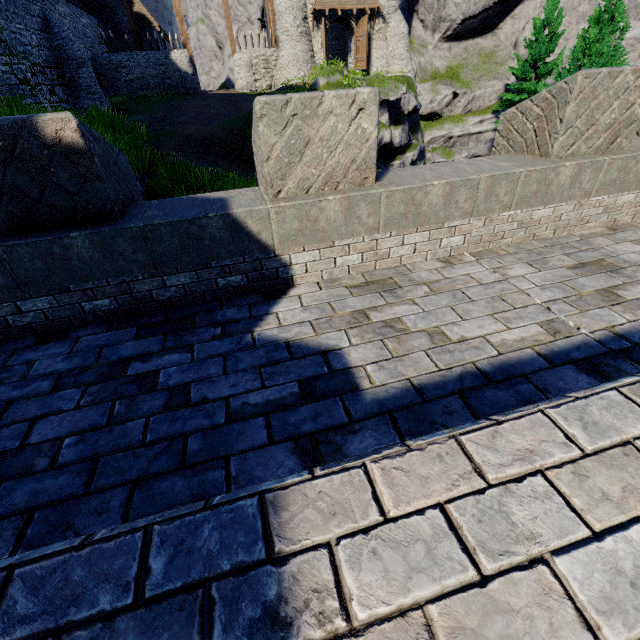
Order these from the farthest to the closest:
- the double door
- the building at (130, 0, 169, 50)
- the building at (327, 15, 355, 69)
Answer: the building at (130, 0, 169, 50)
the building at (327, 15, 355, 69)
the double door

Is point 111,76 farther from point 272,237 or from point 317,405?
point 317,405

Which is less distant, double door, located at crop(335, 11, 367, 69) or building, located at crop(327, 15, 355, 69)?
double door, located at crop(335, 11, 367, 69)

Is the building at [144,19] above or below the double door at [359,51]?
above

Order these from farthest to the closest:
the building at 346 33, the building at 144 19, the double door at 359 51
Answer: the building at 144 19 → the building at 346 33 → the double door at 359 51

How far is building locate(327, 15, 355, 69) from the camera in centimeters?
2810cm

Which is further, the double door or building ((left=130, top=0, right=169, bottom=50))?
building ((left=130, top=0, right=169, bottom=50))

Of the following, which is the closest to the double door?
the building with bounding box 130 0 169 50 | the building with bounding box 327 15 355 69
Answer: the building with bounding box 327 15 355 69
